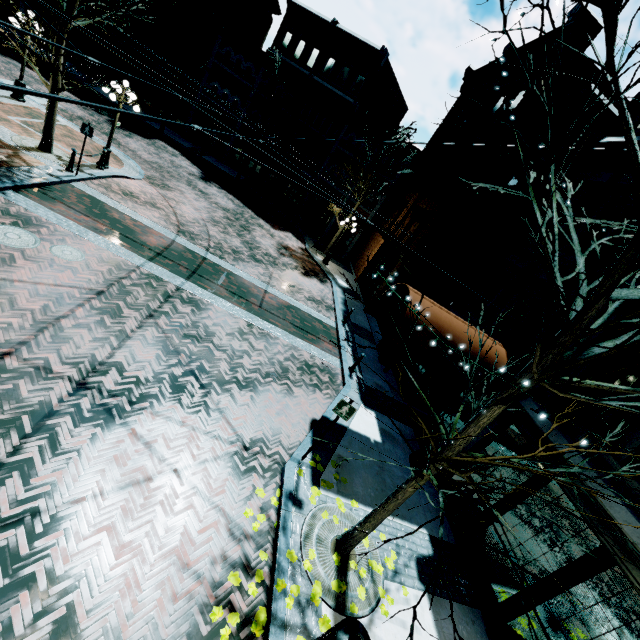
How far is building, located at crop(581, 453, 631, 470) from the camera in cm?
594

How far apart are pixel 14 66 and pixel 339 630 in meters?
31.1

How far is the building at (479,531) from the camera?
7.1 meters

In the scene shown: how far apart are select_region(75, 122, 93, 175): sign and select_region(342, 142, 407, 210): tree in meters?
14.7 m

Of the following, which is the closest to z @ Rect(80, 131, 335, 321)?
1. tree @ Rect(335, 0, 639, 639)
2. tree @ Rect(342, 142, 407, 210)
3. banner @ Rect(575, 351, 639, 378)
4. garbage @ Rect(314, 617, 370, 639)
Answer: tree @ Rect(342, 142, 407, 210)

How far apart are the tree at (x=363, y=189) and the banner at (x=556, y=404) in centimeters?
1845cm

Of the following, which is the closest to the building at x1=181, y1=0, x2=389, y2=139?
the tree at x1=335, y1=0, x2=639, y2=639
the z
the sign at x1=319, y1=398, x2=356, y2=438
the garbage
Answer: the z
